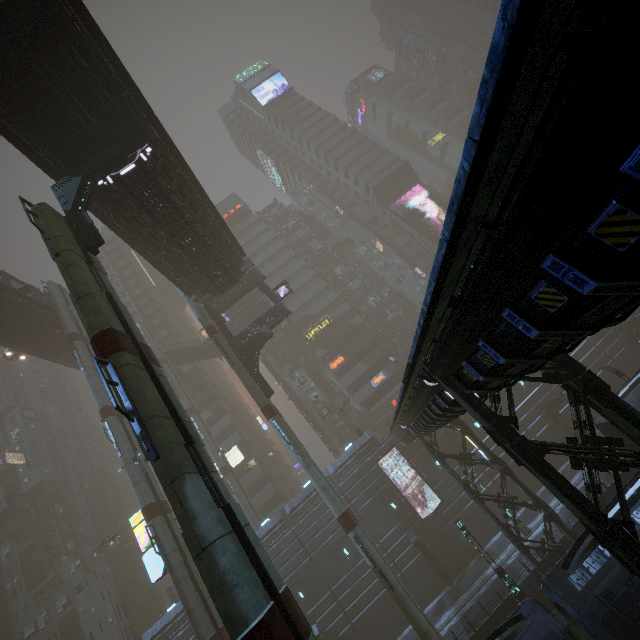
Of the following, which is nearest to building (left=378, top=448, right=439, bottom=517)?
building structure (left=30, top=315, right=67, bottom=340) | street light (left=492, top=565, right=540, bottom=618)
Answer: street light (left=492, top=565, right=540, bottom=618)

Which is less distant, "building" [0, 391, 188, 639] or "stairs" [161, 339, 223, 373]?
"building" [0, 391, 188, 639]

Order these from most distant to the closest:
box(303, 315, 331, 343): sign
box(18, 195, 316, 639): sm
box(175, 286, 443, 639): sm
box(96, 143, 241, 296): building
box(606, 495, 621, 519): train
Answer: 1. box(303, 315, 331, 343): sign
2. box(175, 286, 443, 639): sm
3. box(96, 143, 241, 296): building
4. box(606, 495, 621, 519): train
5. box(18, 195, 316, 639): sm

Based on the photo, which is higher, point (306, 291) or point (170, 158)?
point (306, 291)

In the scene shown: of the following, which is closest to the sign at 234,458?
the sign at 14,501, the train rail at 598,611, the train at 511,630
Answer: the train rail at 598,611

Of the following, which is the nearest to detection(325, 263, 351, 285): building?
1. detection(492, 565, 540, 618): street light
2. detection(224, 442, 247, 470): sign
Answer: detection(224, 442, 247, 470): sign

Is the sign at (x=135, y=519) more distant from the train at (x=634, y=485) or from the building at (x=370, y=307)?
the train at (x=634, y=485)

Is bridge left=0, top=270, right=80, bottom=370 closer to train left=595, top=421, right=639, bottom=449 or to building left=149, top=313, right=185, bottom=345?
building left=149, top=313, right=185, bottom=345
